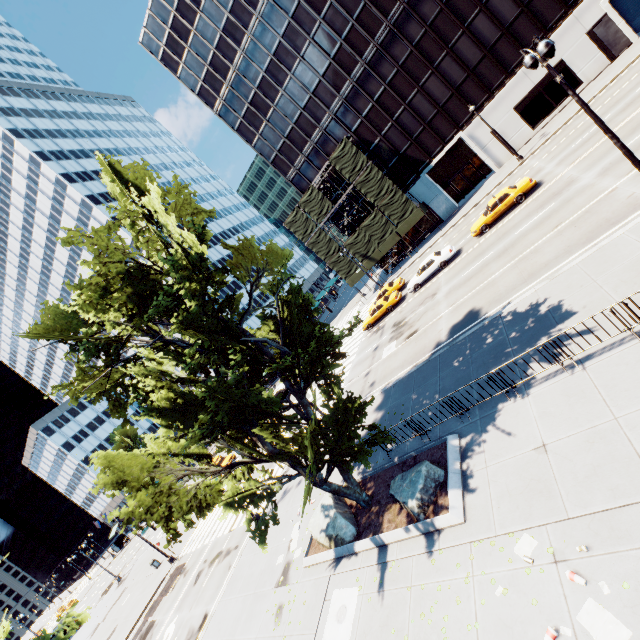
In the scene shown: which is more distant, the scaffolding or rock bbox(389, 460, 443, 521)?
the scaffolding

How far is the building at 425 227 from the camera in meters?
41.7 m

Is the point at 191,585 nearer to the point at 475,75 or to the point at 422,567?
the point at 422,567

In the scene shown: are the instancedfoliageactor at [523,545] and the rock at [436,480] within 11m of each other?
yes

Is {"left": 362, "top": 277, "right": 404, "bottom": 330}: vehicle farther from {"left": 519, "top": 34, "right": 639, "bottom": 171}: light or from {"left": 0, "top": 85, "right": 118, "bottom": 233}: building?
{"left": 0, "top": 85, "right": 118, "bottom": 233}: building

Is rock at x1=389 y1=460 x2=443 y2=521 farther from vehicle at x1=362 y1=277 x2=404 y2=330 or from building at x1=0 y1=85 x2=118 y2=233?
building at x1=0 y1=85 x2=118 y2=233

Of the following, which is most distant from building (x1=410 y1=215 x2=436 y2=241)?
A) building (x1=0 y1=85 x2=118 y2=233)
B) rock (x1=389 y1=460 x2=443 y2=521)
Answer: rock (x1=389 y1=460 x2=443 y2=521)

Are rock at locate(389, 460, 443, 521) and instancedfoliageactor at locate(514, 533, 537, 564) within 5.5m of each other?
yes
